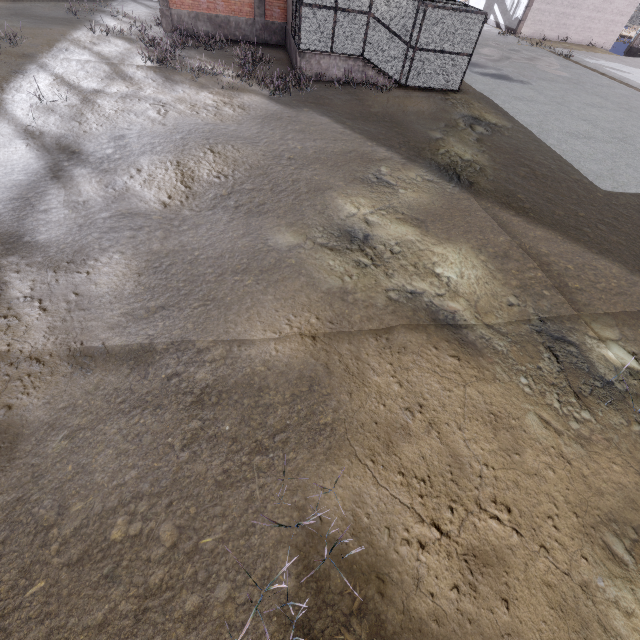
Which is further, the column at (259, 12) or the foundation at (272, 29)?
the foundation at (272, 29)

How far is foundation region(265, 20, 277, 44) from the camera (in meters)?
18.06

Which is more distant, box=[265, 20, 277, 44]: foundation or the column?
box=[265, 20, 277, 44]: foundation

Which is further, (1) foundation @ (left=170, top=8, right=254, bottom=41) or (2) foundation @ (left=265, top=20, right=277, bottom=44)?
(2) foundation @ (left=265, top=20, right=277, bottom=44)

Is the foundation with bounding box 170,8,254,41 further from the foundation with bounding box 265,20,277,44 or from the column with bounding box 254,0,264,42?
the foundation with bounding box 265,20,277,44

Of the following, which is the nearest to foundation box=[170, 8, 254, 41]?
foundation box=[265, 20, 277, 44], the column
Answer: the column

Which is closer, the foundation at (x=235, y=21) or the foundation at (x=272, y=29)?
the foundation at (x=235, y=21)

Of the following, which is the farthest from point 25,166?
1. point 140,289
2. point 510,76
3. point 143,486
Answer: point 510,76
